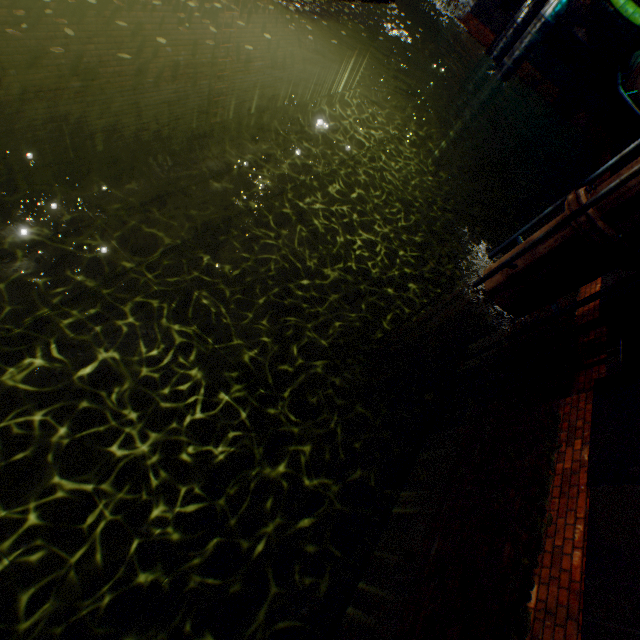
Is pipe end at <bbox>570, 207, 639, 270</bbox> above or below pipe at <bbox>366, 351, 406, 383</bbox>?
above

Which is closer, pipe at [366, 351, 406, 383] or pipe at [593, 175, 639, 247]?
pipe at [593, 175, 639, 247]

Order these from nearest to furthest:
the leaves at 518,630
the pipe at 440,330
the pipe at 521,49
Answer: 1. the leaves at 518,630
2. the pipe at 440,330
3. the pipe at 521,49

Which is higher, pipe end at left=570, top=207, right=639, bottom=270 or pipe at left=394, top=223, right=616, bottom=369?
pipe end at left=570, top=207, right=639, bottom=270

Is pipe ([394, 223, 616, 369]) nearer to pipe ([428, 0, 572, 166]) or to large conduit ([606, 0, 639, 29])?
large conduit ([606, 0, 639, 29])

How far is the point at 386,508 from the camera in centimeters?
606cm

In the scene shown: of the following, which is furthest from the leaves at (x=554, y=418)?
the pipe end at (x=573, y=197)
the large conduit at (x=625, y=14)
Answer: the large conduit at (x=625, y=14)

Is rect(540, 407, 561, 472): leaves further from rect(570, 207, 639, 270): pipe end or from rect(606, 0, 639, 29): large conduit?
rect(606, 0, 639, 29): large conduit
